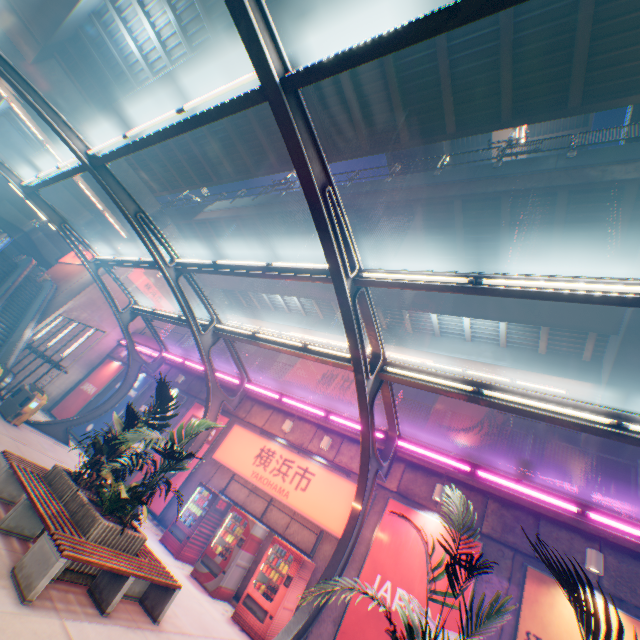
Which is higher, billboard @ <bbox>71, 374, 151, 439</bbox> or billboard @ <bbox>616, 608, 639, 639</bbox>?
billboard @ <bbox>616, 608, 639, 639</bbox>

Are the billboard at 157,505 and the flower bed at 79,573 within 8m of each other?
yes

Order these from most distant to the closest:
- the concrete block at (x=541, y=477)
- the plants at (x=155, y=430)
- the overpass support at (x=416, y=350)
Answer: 1. the overpass support at (x=416, y=350)
2. the concrete block at (x=541, y=477)
3. the plants at (x=155, y=430)

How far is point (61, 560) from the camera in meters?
4.4 m

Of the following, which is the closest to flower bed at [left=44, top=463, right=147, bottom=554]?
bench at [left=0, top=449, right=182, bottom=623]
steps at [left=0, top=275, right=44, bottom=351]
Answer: bench at [left=0, top=449, right=182, bottom=623]

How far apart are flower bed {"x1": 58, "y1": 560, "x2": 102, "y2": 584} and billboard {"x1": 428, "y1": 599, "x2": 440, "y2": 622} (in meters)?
5.50

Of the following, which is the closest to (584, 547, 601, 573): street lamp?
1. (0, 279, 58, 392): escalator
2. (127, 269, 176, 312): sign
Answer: (0, 279, 58, 392): escalator

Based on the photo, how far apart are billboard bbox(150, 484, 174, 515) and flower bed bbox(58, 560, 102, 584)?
6.5 meters
